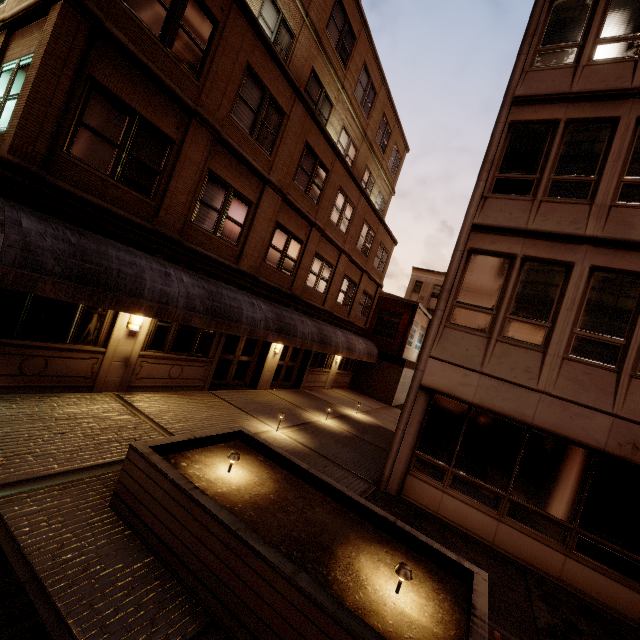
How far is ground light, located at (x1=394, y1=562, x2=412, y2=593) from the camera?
3.9 meters

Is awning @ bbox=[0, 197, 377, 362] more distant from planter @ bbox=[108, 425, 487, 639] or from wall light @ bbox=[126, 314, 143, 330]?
planter @ bbox=[108, 425, 487, 639]

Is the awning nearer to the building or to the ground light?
the building

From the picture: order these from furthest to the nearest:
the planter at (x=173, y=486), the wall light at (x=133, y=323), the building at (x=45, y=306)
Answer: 1. the wall light at (x=133, y=323)
2. the building at (x=45, y=306)
3. the planter at (x=173, y=486)

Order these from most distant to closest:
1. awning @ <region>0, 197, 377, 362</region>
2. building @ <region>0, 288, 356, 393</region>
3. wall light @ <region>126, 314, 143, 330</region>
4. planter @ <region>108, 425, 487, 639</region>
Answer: wall light @ <region>126, 314, 143, 330</region>, building @ <region>0, 288, 356, 393</region>, awning @ <region>0, 197, 377, 362</region>, planter @ <region>108, 425, 487, 639</region>

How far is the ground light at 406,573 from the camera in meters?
3.9

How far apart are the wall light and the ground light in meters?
8.4

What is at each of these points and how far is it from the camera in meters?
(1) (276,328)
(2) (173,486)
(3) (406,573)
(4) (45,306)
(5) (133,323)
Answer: (1) awning, 12.3
(2) planter, 4.3
(3) ground light, 3.9
(4) building, 7.3
(5) wall light, 8.9
